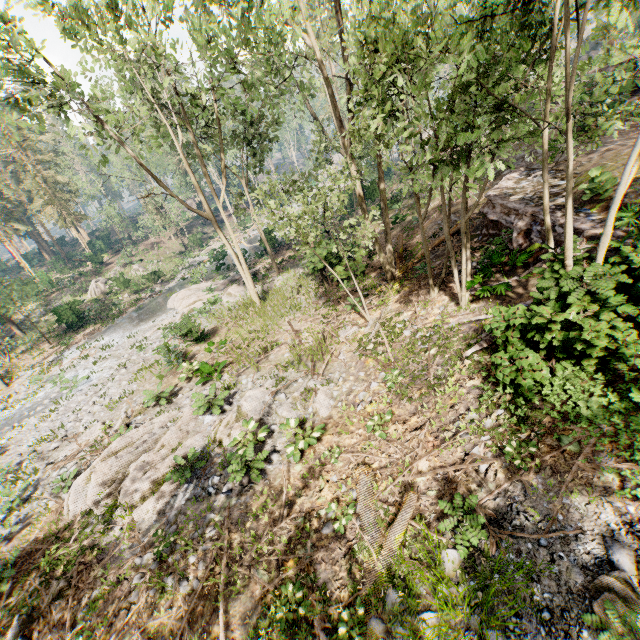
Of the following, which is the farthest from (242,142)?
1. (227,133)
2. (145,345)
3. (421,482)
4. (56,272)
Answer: (56,272)

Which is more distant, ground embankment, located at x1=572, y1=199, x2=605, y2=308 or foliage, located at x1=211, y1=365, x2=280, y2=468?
foliage, located at x1=211, y1=365, x2=280, y2=468

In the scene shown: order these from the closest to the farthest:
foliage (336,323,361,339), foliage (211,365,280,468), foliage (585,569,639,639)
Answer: foliage (585,569,639,639) → foliage (211,365,280,468) → foliage (336,323,361,339)

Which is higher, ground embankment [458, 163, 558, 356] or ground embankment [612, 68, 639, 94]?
ground embankment [612, 68, 639, 94]

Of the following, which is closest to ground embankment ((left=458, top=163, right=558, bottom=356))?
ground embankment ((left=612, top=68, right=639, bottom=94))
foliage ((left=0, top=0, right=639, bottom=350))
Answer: foliage ((left=0, top=0, right=639, bottom=350))

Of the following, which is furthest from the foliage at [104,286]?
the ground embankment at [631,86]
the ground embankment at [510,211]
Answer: the ground embankment at [631,86]

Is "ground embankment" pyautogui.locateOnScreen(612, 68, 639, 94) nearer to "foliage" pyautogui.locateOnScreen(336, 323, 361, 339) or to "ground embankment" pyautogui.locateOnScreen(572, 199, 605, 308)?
"foliage" pyautogui.locateOnScreen(336, 323, 361, 339)
